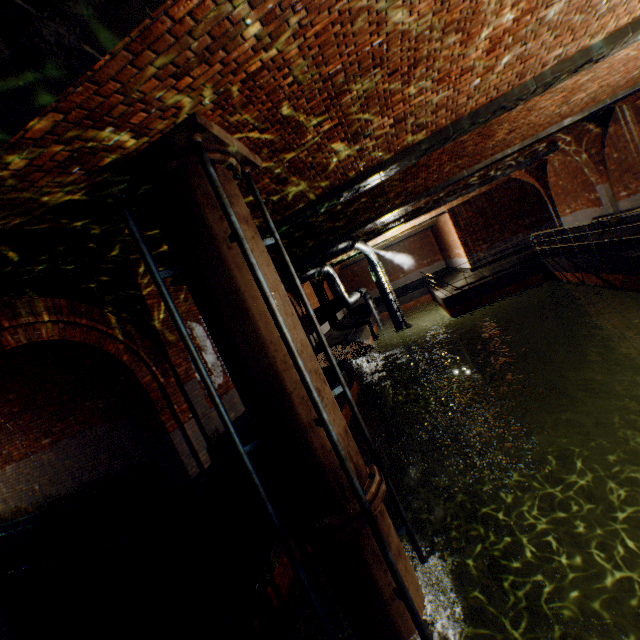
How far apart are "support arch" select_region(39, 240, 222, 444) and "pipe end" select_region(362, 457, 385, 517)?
3.68m

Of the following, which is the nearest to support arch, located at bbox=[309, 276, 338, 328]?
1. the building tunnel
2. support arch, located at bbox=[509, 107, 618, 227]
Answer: support arch, located at bbox=[509, 107, 618, 227]

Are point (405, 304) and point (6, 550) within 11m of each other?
no

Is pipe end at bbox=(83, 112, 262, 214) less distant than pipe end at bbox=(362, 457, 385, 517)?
Yes

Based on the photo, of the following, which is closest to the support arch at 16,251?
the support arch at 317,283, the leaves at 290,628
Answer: the leaves at 290,628

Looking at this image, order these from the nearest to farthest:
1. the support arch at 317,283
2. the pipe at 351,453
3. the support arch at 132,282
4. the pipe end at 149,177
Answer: the pipe end at 149,177, the pipe at 351,453, the support arch at 132,282, the support arch at 317,283

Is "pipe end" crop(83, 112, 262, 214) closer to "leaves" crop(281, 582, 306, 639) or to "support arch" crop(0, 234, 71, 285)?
"support arch" crop(0, 234, 71, 285)
